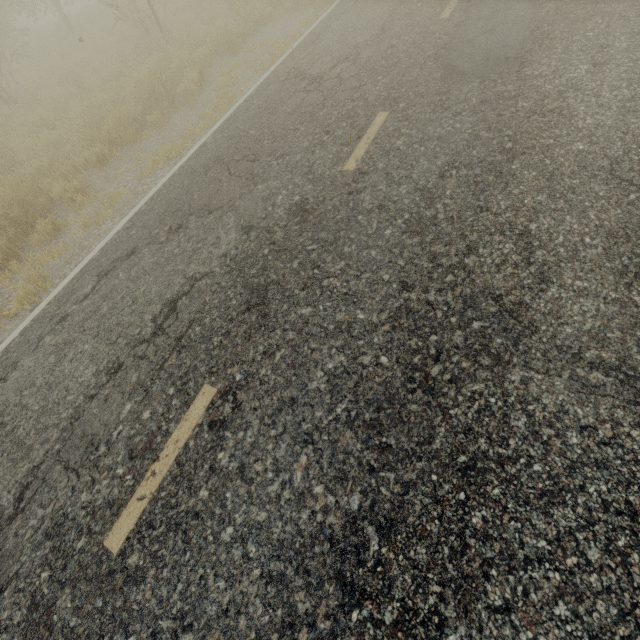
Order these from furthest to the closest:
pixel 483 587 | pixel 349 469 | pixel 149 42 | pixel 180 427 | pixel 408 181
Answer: pixel 149 42, pixel 408 181, pixel 180 427, pixel 349 469, pixel 483 587
